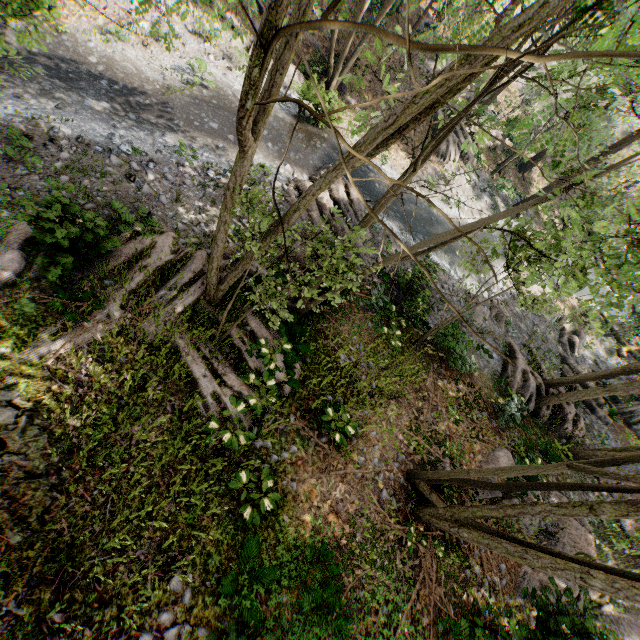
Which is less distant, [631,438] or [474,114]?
[474,114]

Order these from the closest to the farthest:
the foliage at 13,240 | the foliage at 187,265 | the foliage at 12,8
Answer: the foliage at 187,265
the foliage at 12,8
the foliage at 13,240

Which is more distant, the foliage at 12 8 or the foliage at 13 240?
the foliage at 13 240

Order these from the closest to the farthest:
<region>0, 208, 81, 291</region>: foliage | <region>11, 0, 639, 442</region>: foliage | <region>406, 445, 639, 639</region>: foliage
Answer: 1. <region>11, 0, 639, 442</region>: foliage
2. <region>406, 445, 639, 639</region>: foliage
3. <region>0, 208, 81, 291</region>: foliage

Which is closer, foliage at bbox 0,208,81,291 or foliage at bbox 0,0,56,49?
foliage at bbox 0,0,56,49

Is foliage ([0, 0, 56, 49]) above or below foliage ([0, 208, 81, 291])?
above

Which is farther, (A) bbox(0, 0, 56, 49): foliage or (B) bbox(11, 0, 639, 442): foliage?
(A) bbox(0, 0, 56, 49): foliage
